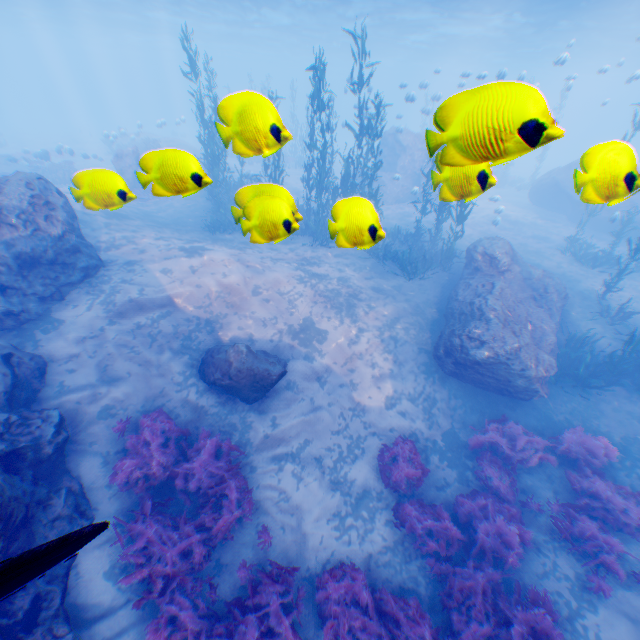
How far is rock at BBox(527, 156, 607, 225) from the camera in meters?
2.7

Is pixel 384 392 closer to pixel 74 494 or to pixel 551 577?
pixel 551 577

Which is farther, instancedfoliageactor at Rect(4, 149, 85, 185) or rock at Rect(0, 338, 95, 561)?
instancedfoliageactor at Rect(4, 149, 85, 185)

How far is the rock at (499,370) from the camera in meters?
9.6 m

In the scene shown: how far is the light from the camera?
1.87m

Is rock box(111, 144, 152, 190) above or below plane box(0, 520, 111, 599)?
below

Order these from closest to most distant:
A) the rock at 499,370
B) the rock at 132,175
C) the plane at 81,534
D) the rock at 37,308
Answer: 1. the plane at 81,534
2. the rock at 132,175
3. the rock at 37,308
4. the rock at 499,370
